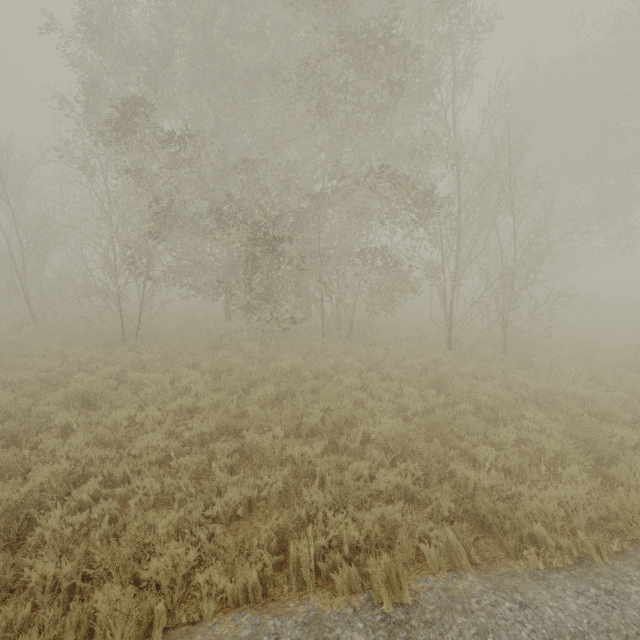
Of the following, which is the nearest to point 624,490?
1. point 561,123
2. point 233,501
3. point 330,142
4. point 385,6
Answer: point 233,501
